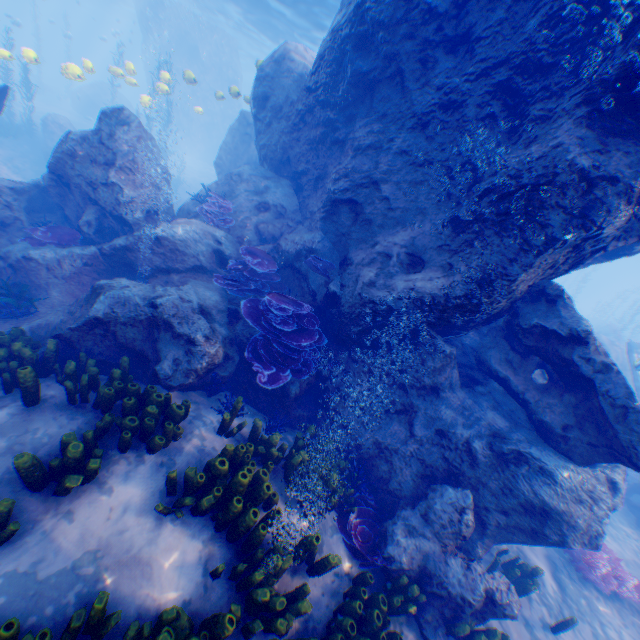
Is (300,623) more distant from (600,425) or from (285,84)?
(285,84)

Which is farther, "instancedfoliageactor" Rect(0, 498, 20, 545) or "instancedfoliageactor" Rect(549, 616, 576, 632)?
"instancedfoliageactor" Rect(549, 616, 576, 632)

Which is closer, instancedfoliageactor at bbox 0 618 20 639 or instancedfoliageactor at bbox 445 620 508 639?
instancedfoliageactor at bbox 0 618 20 639

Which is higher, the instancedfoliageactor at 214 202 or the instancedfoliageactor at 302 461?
the instancedfoliageactor at 214 202

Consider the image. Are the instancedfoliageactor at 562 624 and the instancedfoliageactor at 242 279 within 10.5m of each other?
yes

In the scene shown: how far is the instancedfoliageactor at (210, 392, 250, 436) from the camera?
5.3 meters

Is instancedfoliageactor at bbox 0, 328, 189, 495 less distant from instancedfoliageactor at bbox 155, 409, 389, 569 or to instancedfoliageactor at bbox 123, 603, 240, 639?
instancedfoliageactor at bbox 123, 603, 240, 639

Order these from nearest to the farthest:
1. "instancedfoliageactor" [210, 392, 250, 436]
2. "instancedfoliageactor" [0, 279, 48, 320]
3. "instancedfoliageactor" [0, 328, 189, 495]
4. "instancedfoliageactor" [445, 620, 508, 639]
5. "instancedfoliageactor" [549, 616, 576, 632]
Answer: "instancedfoliageactor" [0, 328, 189, 495], "instancedfoliageactor" [445, 620, 508, 639], "instancedfoliageactor" [210, 392, 250, 436], "instancedfoliageactor" [549, 616, 576, 632], "instancedfoliageactor" [0, 279, 48, 320]
